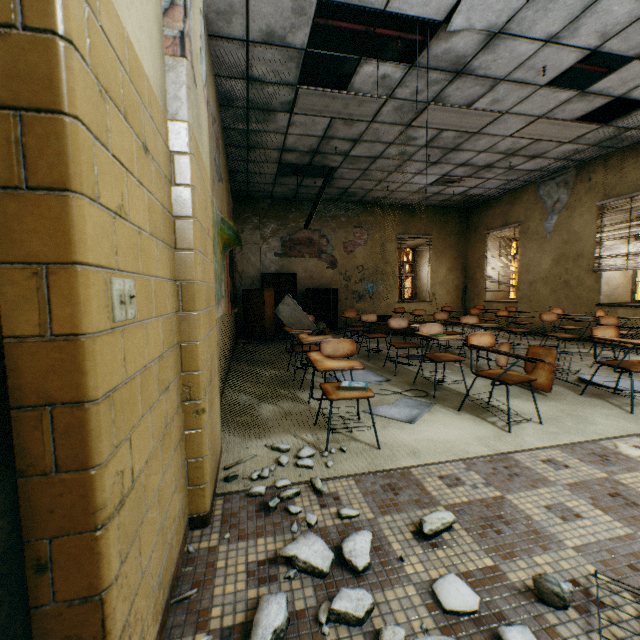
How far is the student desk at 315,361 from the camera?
2.29m

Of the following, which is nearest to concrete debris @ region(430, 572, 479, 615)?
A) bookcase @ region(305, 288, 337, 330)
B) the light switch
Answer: the light switch

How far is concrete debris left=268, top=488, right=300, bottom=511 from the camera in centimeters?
176cm

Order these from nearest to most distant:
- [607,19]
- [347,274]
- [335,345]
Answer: [335,345] → [607,19] → [347,274]

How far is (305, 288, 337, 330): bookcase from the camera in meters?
9.5

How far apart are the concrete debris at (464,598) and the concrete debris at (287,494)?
0.41m

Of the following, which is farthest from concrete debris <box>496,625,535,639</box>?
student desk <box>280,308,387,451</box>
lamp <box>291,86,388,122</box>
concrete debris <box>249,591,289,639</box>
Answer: lamp <box>291,86,388,122</box>

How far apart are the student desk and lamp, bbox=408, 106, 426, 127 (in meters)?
3.84
